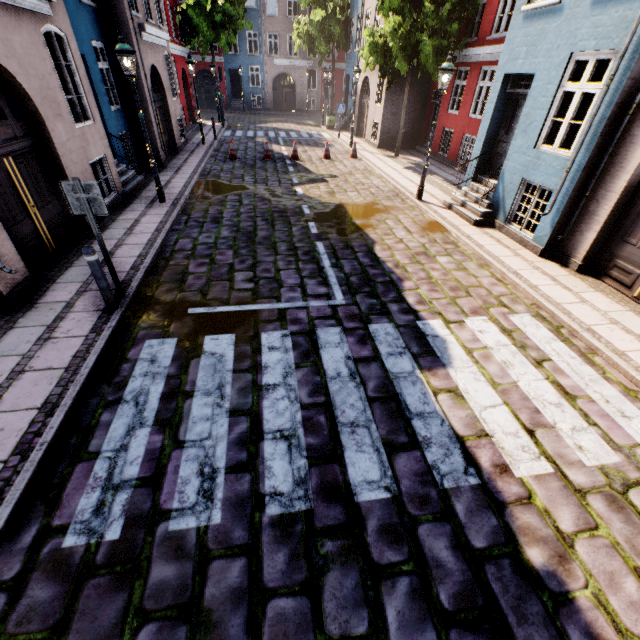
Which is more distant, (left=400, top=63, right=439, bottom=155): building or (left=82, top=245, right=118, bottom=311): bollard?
(left=400, top=63, right=439, bottom=155): building

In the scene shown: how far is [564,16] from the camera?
6.68m

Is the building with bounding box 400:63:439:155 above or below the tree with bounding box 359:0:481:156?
below

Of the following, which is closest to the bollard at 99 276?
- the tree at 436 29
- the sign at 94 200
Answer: the sign at 94 200

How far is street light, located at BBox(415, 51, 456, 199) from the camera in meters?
8.7 m

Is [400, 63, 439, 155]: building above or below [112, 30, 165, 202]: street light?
below

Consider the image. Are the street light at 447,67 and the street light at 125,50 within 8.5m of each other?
yes

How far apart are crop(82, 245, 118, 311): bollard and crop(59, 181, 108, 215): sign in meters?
0.5
